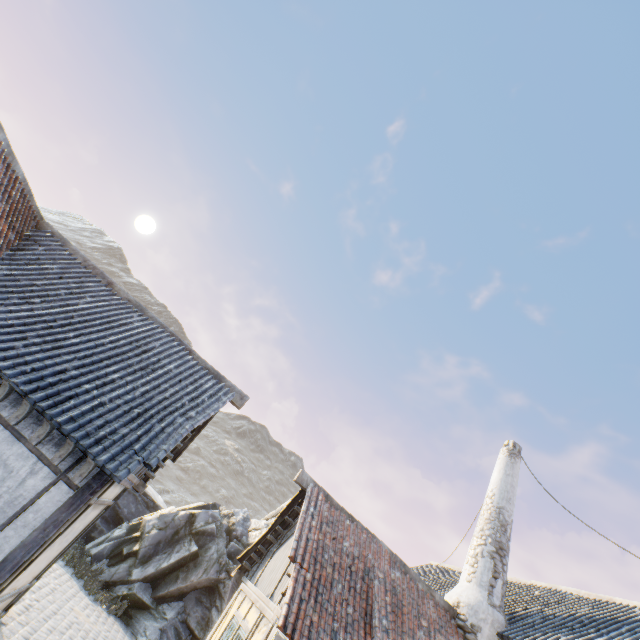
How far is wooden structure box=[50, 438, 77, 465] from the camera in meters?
5.5

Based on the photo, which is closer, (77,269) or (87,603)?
(77,269)

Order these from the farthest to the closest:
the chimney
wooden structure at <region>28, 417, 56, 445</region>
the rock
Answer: the rock < the chimney < wooden structure at <region>28, 417, 56, 445</region>

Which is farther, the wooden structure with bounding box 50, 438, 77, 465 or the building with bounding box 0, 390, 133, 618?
the wooden structure with bounding box 50, 438, 77, 465

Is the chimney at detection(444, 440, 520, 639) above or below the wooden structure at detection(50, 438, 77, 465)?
above

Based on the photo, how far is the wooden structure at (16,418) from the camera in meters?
5.6 m

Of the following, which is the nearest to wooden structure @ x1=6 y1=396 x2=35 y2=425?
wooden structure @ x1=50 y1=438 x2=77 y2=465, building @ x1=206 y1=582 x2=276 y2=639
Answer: wooden structure @ x1=50 y1=438 x2=77 y2=465

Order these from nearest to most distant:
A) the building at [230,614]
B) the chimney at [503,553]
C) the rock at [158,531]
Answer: the building at [230,614] → the chimney at [503,553] → the rock at [158,531]
